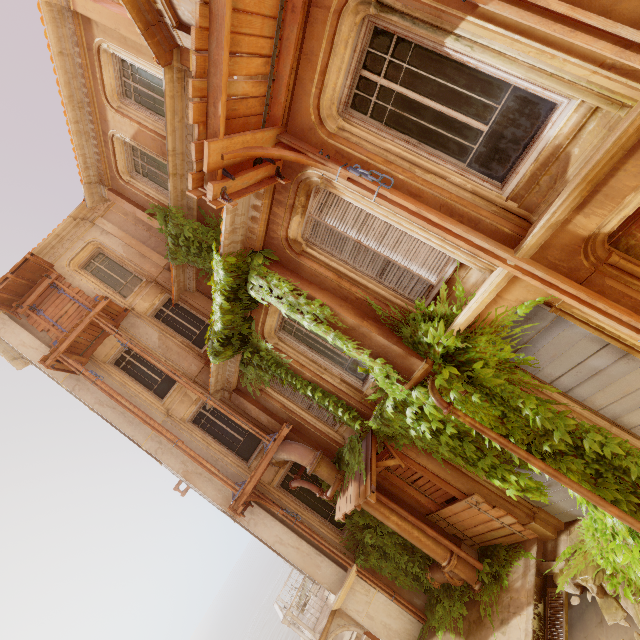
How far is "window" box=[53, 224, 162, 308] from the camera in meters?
12.8

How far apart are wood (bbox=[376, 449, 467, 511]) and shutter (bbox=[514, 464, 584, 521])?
0.9m

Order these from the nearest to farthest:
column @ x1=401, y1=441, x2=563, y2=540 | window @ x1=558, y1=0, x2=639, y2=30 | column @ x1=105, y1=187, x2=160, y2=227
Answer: window @ x1=558, y1=0, x2=639, y2=30
column @ x1=401, y1=441, x2=563, y2=540
column @ x1=105, y1=187, x2=160, y2=227

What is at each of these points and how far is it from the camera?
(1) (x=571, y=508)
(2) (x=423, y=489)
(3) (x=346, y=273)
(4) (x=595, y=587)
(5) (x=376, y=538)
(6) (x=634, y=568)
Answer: (1) shutter, 6.8m
(2) wood, 8.8m
(3) window, 6.1m
(4) rubble, 5.6m
(5) plant, 9.7m
(6) plant, 5.1m

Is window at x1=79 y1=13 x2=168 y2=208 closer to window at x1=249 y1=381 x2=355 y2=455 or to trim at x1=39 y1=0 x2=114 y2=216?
trim at x1=39 y1=0 x2=114 y2=216

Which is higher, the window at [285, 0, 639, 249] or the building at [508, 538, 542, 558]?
the window at [285, 0, 639, 249]

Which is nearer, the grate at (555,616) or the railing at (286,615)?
the grate at (555,616)

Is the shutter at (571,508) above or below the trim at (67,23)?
below
